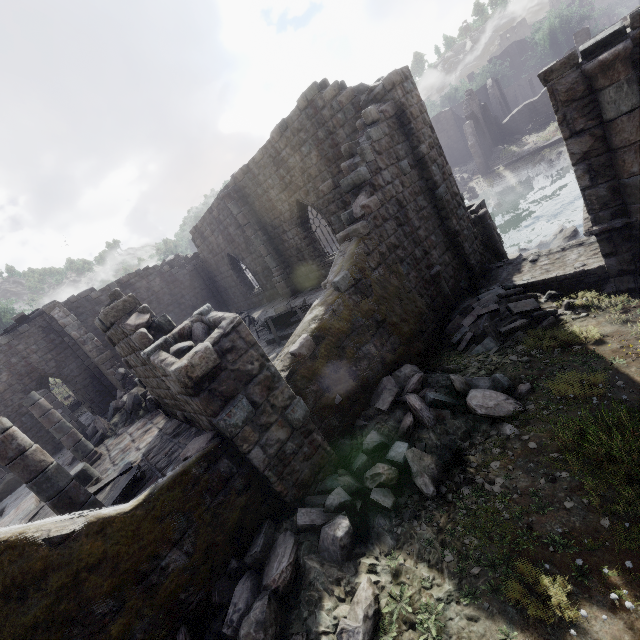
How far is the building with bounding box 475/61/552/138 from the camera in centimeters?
3797cm

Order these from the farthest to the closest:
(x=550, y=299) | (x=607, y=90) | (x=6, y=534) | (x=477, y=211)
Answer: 1. (x=477, y=211)
2. (x=550, y=299)
3. (x=607, y=90)
4. (x=6, y=534)

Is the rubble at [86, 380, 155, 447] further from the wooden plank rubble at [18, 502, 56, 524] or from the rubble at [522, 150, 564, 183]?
the rubble at [522, 150, 564, 183]

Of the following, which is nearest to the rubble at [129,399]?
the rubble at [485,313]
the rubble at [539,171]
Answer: the rubble at [485,313]

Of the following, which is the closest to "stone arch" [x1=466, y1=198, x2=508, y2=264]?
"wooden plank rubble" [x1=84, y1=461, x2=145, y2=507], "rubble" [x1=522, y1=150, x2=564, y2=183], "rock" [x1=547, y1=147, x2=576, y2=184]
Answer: "rock" [x1=547, y1=147, x2=576, y2=184]

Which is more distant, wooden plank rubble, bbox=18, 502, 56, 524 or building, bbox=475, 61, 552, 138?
building, bbox=475, 61, 552, 138

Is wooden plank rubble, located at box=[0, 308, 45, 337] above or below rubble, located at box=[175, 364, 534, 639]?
above

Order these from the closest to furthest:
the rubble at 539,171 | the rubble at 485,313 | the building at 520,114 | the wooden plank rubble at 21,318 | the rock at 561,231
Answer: the rubble at 485,313, the rock at 561,231, the wooden plank rubble at 21,318, the rubble at 539,171, the building at 520,114
